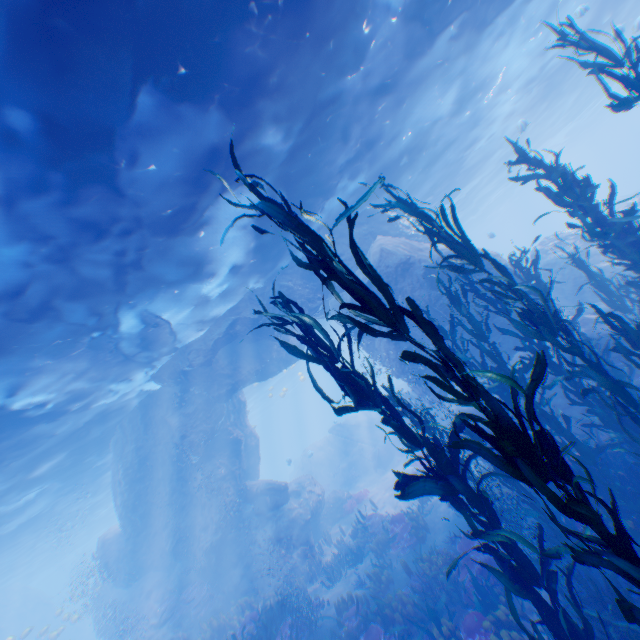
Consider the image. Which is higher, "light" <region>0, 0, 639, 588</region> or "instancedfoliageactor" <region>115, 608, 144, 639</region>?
"light" <region>0, 0, 639, 588</region>

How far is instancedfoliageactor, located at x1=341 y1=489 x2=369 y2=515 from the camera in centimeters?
1936cm

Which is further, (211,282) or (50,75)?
(211,282)

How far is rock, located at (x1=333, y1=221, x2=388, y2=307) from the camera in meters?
14.4 m

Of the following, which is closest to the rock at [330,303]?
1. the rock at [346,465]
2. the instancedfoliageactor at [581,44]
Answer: the instancedfoliageactor at [581,44]

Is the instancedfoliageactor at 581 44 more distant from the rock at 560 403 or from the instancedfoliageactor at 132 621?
the instancedfoliageactor at 132 621

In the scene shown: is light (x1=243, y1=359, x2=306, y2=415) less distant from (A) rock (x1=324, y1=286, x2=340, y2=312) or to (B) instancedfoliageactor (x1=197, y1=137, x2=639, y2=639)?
(A) rock (x1=324, y1=286, x2=340, y2=312)
